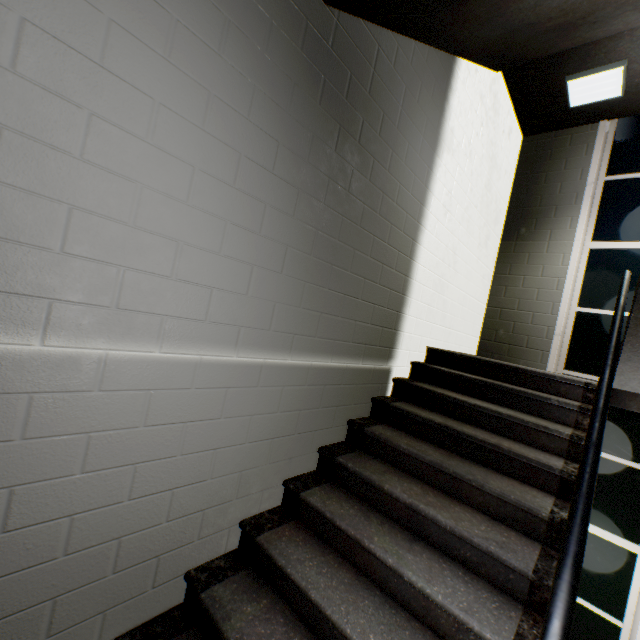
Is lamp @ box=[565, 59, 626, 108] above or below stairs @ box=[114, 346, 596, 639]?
above

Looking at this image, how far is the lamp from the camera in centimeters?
344cm

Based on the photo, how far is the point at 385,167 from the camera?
2.42m

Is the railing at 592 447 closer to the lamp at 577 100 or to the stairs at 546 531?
the stairs at 546 531

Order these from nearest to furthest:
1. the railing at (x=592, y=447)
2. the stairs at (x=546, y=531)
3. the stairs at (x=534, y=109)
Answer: the railing at (x=592, y=447) → the stairs at (x=546, y=531) → the stairs at (x=534, y=109)

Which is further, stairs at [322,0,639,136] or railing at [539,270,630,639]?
stairs at [322,0,639,136]

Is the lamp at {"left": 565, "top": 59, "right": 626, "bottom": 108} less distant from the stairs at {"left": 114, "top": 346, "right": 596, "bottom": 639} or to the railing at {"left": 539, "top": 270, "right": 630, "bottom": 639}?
the stairs at {"left": 114, "top": 346, "right": 596, "bottom": 639}
